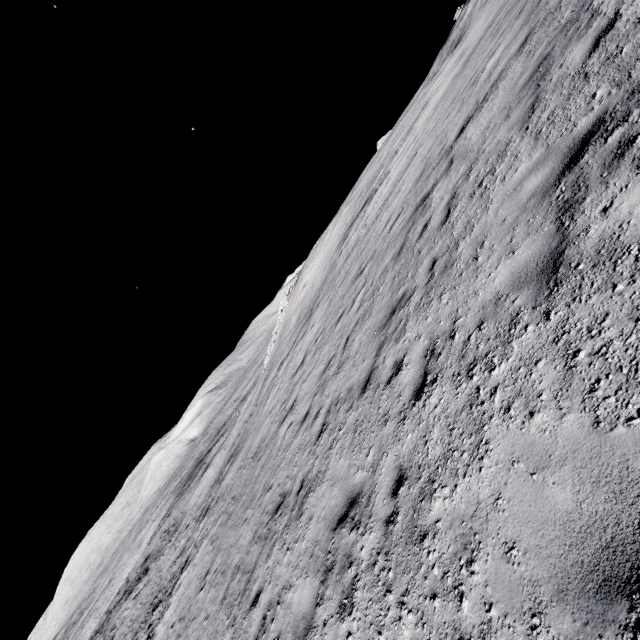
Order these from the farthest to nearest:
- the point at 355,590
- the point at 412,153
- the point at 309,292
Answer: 1. the point at 309,292
2. the point at 412,153
3. the point at 355,590
